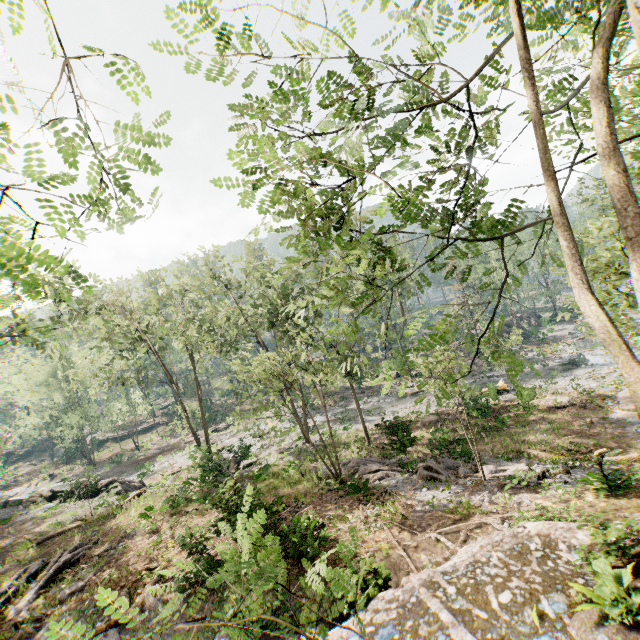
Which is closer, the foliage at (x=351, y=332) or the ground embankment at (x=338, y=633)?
the foliage at (x=351, y=332)

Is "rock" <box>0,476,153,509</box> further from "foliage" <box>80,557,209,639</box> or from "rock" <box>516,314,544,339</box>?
"rock" <box>516,314,544,339</box>

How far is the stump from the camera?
25.84m

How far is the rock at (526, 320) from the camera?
50.1m

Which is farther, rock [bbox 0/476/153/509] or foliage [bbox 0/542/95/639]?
rock [bbox 0/476/153/509]

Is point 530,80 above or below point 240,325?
below

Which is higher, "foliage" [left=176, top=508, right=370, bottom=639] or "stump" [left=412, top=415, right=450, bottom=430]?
"foliage" [left=176, top=508, right=370, bottom=639]

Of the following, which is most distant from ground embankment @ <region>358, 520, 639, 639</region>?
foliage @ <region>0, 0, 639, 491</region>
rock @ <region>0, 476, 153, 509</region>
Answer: rock @ <region>0, 476, 153, 509</region>
